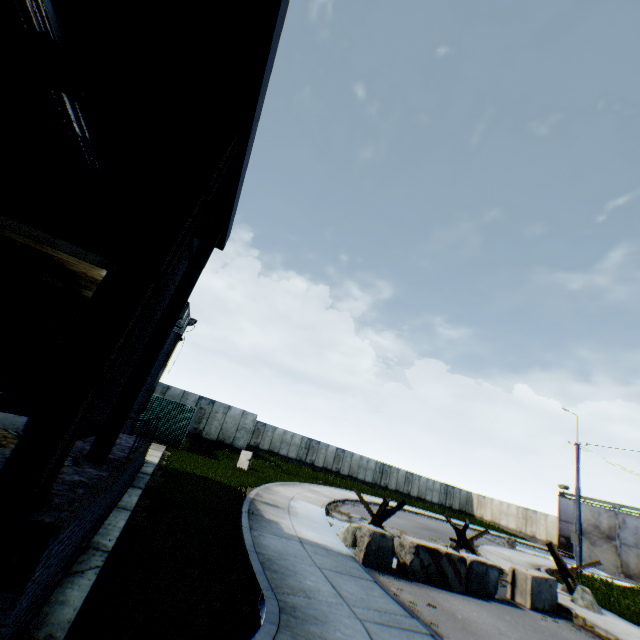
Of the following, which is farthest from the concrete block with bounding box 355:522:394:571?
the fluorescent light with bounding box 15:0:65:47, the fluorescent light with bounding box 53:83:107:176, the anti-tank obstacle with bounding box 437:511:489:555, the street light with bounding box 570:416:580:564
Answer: the street light with bounding box 570:416:580:564

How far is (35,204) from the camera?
6.1m

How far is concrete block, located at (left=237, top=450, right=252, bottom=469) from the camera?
18.6 meters

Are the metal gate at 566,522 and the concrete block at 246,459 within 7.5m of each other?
no

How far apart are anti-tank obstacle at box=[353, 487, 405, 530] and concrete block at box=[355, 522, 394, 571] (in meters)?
1.24

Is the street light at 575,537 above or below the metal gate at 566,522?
above

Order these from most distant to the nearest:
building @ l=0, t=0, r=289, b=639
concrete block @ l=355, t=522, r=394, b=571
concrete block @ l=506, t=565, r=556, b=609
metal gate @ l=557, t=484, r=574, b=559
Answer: metal gate @ l=557, t=484, r=574, b=559
concrete block @ l=506, t=565, r=556, b=609
concrete block @ l=355, t=522, r=394, b=571
building @ l=0, t=0, r=289, b=639

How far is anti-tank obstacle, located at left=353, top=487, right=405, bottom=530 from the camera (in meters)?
10.86
